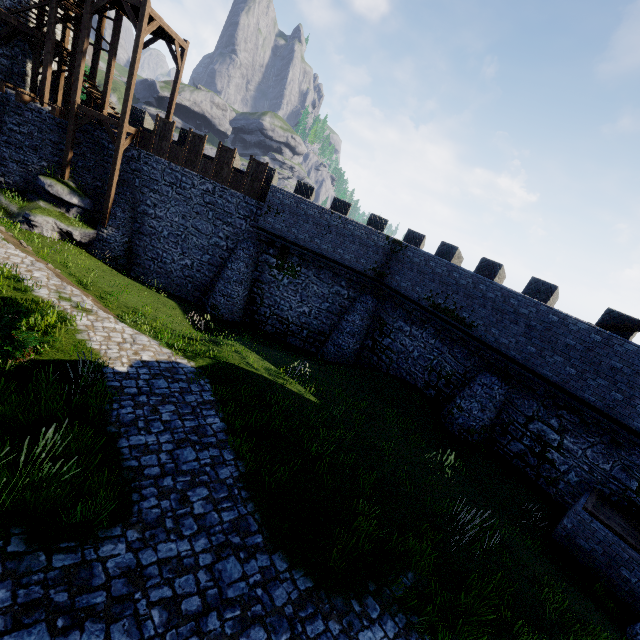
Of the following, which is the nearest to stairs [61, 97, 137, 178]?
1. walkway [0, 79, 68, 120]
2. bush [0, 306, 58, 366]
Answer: walkway [0, 79, 68, 120]

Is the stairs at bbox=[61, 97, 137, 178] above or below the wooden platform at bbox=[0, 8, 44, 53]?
below

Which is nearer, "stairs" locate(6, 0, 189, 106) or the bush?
the bush

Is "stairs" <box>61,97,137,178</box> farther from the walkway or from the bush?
the bush

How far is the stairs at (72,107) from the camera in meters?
18.1

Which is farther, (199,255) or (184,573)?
(199,255)

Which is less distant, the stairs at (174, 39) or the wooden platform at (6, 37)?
the stairs at (174, 39)

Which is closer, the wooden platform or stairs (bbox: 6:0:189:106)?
stairs (bbox: 6:0:189:106)
